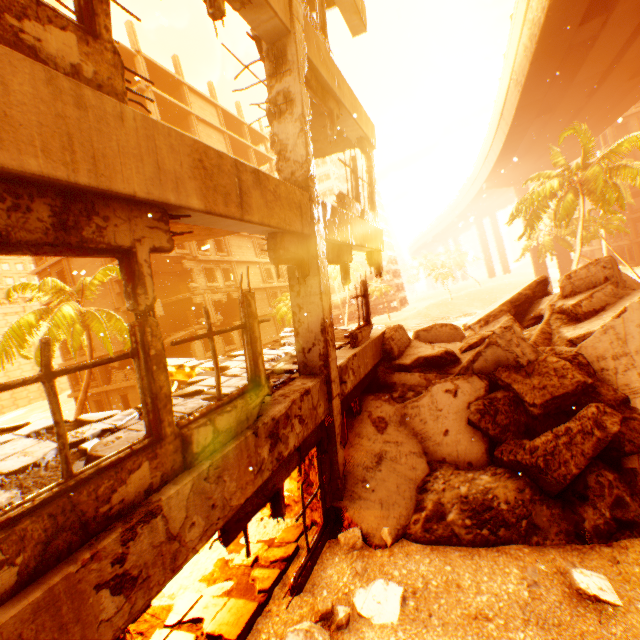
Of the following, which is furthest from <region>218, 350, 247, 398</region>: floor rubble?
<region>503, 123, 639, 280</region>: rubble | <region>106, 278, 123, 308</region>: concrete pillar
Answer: <region>106, 278, 123, 308</region>: concrete pillar

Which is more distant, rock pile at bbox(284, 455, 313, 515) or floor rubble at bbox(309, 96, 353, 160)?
floor rubble at bbox(309, 96, 353, 160)

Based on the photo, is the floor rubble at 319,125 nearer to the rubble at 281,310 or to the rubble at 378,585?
the rubble at 378,585

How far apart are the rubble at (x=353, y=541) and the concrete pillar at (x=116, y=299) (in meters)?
27.94

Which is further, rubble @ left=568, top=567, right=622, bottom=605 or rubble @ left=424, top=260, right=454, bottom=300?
rubble @ left=424, top=260, right=454, bottom=300

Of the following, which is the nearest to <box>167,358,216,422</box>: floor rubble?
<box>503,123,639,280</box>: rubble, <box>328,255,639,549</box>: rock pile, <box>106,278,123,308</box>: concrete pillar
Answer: <box>328,255,639,549</box>: rock pile

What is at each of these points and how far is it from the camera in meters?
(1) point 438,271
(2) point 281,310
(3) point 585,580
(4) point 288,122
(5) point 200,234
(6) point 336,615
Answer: (1) rubble, 56.3
(2) rubble, 31.7
(3) rubble, 3.8
(4) pillar, 5.1
(5) floor rubble, 5.7
(6) rubble, 4.0
